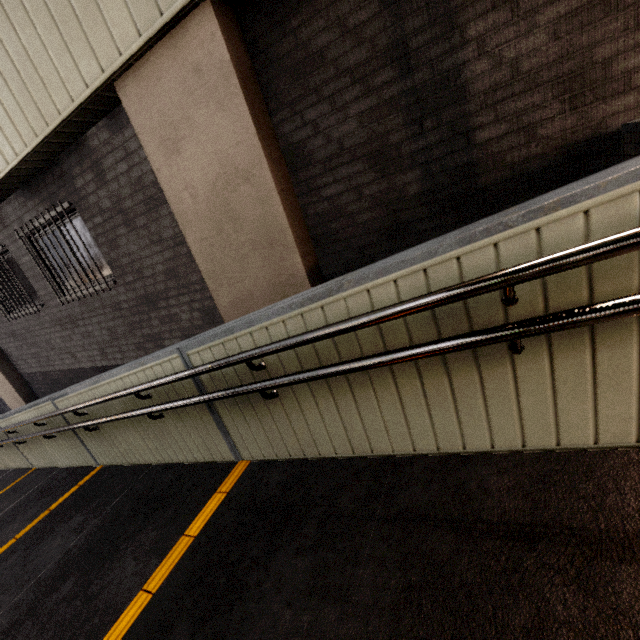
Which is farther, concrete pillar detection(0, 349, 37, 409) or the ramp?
concrete pillar detection(0, 349, 37, 409)

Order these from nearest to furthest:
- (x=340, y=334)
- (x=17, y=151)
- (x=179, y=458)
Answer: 1. (x=340, y=334)
2. (x=179, y=458)
3. (x=17, y=151)

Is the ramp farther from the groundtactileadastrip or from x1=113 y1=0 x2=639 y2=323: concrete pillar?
x1=113 y1=0 x2=639 y2=323: concrete pillar

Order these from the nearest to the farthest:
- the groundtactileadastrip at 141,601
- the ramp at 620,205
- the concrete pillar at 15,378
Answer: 1. the ramp at 620,205
2. the groundtactileadastrip at 141,601
3. the concrete pillar at 15,378

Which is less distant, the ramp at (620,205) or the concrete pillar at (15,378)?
the ramp at (620,205)

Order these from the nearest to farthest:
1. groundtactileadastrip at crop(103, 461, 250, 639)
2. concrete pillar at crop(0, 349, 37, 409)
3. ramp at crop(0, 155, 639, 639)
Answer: ramp at crop(0, 155, 639, 639) < groundtactileadastrip at crop(103, 461, 250, 639) < concrete pillar at crop(0, 349, 37, 409)

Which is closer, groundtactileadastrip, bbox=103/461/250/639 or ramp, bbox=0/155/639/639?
ramp, bbox=0/155/639/639

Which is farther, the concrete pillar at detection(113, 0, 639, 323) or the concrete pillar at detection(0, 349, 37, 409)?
the concrete pillar at detection(0, 349, 37, 409)
